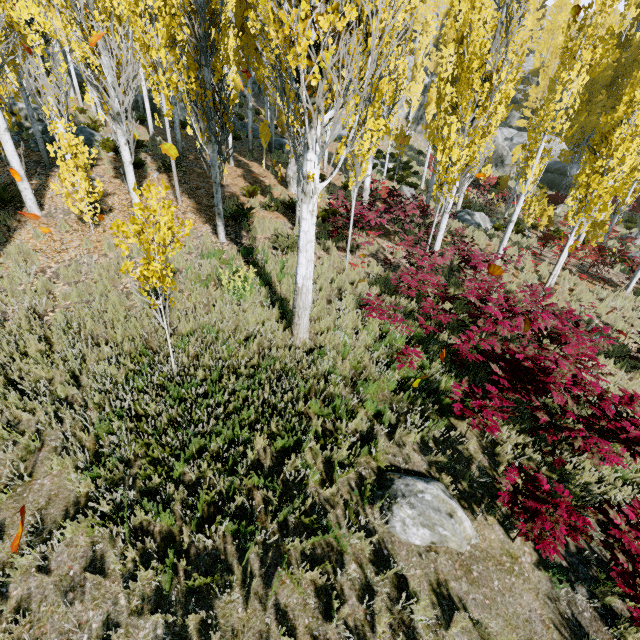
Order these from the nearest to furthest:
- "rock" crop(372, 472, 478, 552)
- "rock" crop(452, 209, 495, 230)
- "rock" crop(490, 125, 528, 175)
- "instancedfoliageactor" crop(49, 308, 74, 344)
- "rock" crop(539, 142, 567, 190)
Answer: "rock" crop(372, 472, 478, 552) < "instancedfoliageactor" crop(49, 308, 74, 344) < "rock" crop(452, 209, 495, 230) < "rock" crop(539, 142, 567, 190) < "rock" crop(490, 125, 528, 175)

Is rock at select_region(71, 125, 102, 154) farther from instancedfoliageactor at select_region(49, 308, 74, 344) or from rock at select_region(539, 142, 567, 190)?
rock at select_region(539, 142, 567, 190)

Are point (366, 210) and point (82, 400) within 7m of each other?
no

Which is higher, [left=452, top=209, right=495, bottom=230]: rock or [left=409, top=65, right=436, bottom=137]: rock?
[left=409, top=65, right=436, bottom=137]: rock

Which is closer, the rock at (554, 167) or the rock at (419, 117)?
the rock at (554, 167)

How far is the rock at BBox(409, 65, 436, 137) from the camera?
39.0 meters

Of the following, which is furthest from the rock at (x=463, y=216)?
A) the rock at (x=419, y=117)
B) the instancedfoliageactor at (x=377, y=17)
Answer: the rock at (x=419, y=117)
